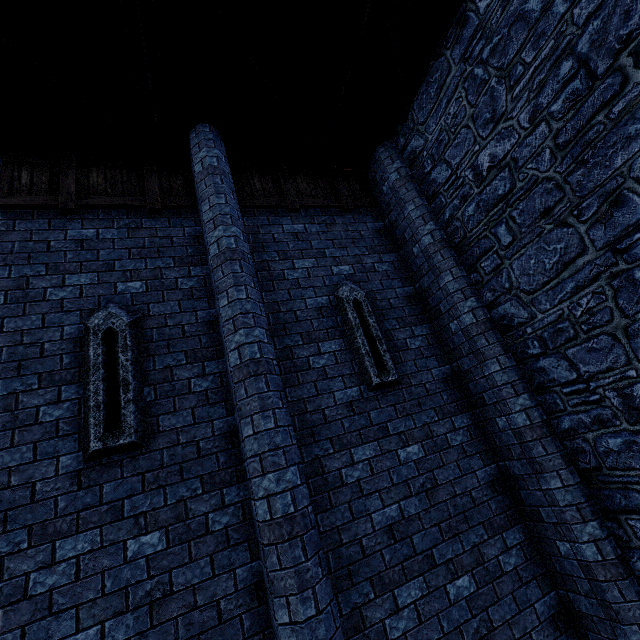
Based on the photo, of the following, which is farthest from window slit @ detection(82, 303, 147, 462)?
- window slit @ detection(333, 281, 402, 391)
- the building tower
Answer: the building tower

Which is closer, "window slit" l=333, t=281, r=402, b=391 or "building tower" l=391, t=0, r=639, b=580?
"building tower" l=391, t=0, r=639, b=580

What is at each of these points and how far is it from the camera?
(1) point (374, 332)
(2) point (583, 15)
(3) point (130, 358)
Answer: (1) window slit, 4.91m
(2) building tower, 3.28m
(3) window slit, 3.79m

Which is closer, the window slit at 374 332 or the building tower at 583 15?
the building tower at 583 15

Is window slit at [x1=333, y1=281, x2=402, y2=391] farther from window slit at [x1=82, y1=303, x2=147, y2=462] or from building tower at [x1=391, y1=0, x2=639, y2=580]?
window slit at [x1=82, y1=303, x2=147, y2=462]

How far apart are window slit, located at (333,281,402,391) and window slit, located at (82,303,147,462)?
2.8 meters

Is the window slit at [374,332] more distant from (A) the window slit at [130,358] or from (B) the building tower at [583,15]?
(A) the window slit at [130,358]
